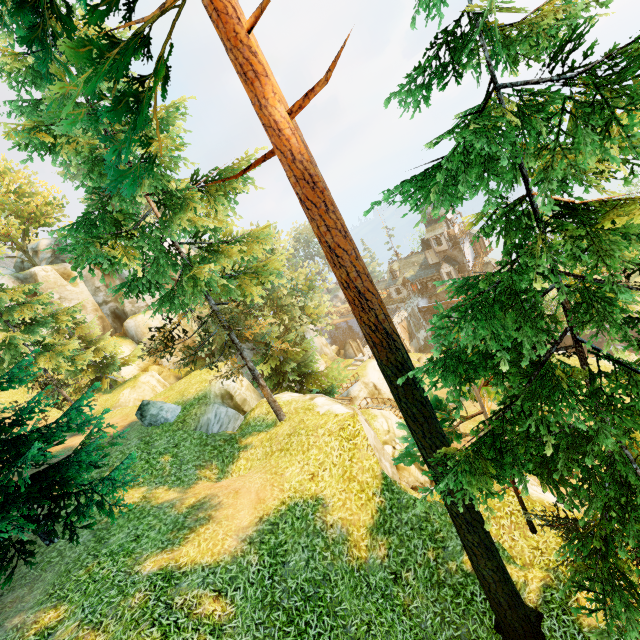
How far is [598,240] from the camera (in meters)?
4.04

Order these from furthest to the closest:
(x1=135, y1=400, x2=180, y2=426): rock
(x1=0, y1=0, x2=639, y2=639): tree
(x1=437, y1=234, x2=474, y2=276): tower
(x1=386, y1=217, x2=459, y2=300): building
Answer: (x1=437, y1=234, x2=474, y2=276): tower, (x1=386, y1=217, x2=459, y2=300): building, (x1=135, y1=400, x2=180, y2=426): rock, (x1=0, y1=0, x2=639, y2=639): tree

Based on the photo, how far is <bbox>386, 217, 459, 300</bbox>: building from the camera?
47.8m

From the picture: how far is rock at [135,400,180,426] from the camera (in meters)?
16.05

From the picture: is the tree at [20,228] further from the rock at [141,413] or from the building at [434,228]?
the building at [434,228]

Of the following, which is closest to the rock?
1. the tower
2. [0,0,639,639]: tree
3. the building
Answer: [0,0,639,639]: tree

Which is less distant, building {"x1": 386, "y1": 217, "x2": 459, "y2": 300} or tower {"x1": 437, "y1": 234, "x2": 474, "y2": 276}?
building {"x1": 386, "y1": 217, "x2": 459, "y2": 300}

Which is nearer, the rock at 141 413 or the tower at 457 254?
the rock at 141 413
